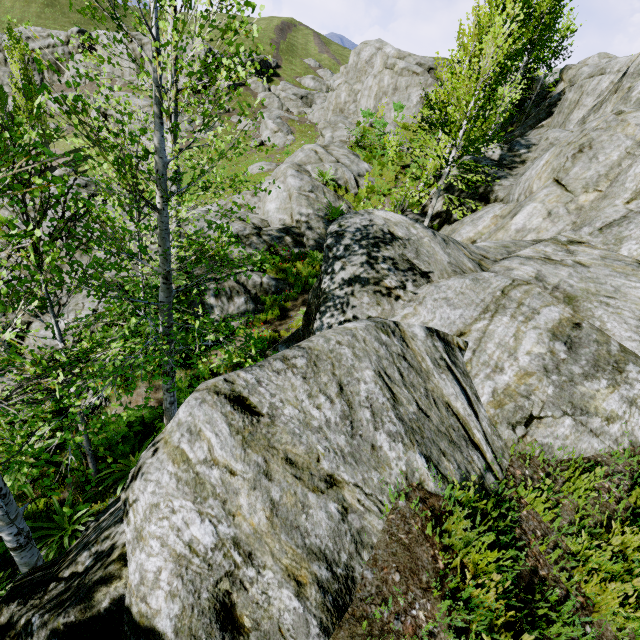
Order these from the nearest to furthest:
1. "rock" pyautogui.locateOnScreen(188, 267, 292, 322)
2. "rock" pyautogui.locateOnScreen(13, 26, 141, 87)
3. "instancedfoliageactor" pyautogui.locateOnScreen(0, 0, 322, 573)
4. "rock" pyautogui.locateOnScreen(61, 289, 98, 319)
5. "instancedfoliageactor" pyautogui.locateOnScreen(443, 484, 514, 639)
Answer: "instancedfoliageactor" pyautogui.locateOnScreen(443, 484, 514, 639) < "instancedfoliageactor" pyautogui.locateOnScreen(0, 0, 322, 573) < "rock" pyautogui.locateOnScreen(61, 289, 98, 319) < "rock" pyautogui.locateOnScreen(188, 267, 292, 322) < "rock" pyautogui.locateOnScreen(13, 26, 141, 87)

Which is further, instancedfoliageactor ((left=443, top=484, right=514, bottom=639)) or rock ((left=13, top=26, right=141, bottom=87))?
rock ((left=13, top=26, right=141, bottom=87))

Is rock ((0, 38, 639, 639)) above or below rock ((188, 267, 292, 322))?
above

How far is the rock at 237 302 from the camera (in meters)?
10.43

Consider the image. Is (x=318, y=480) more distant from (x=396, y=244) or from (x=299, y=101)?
(x=299, y=101)

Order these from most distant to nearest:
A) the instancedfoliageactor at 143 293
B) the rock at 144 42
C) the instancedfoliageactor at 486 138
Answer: the rock at 144 42 < the instancedfoliageactor at 486 138 < the instancedfoliageactor at 143 293

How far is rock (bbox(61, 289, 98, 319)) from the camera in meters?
8.4 m
